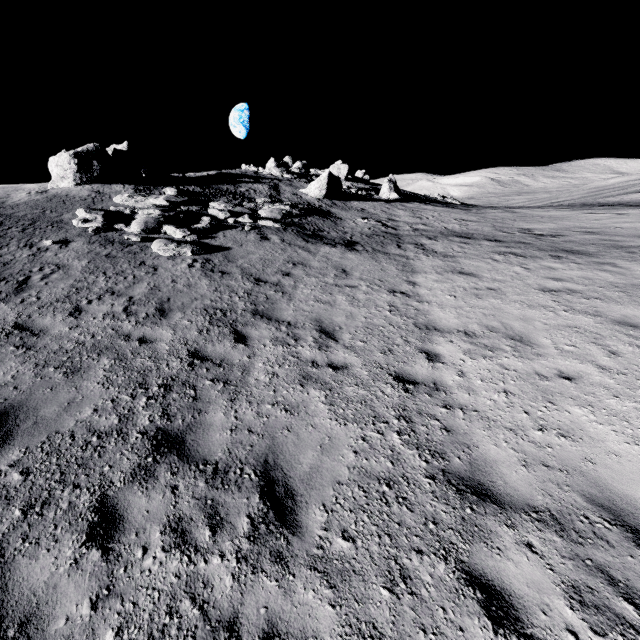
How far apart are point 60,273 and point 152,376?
6.4m

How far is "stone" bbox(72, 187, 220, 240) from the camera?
13.2m

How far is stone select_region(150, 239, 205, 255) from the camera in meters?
11.4

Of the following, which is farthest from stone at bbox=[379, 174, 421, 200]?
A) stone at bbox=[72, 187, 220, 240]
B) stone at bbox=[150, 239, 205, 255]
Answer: stone at bbox=[150, 239, 205, 255]

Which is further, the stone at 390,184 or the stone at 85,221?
the stone at 390,184

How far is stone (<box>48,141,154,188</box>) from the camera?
17.7 meters

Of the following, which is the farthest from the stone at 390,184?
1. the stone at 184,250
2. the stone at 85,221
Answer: the stone at 184,250

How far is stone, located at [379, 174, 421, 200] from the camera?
30.5 meters
